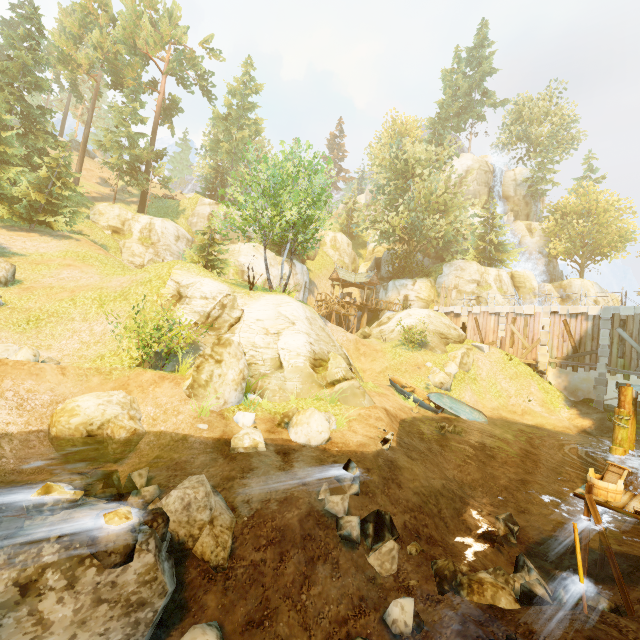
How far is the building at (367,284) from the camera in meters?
39.6

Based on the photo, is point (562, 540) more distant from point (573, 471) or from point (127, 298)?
point (127, 298)

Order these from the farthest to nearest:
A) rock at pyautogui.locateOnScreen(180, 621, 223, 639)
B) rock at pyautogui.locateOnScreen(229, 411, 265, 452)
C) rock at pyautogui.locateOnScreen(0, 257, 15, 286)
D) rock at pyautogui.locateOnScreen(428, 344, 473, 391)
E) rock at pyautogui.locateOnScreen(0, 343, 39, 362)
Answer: rock at pyautogui.locateOnScreen(428, 344, 473, 391)
rock at pyautogui.locateOnScreen(0, 257, 15, 286)
rock at pyautogui.locateOnScreen(0, 343, 39, 362)
rock at pyautogui.locateOnScreen(229, 411, 265, 452)
rock at pyautogui.locateOnScreen(180, 621, 223, 639)

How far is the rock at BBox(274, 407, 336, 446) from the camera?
10.4m

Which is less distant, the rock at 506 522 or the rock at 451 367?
the rock at 506 522

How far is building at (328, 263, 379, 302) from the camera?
39.6 meters

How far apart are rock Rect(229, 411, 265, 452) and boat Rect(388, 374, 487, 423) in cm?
1236

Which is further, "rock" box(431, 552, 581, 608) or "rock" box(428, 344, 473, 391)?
"rock" box(428, 344, 473, 391)
